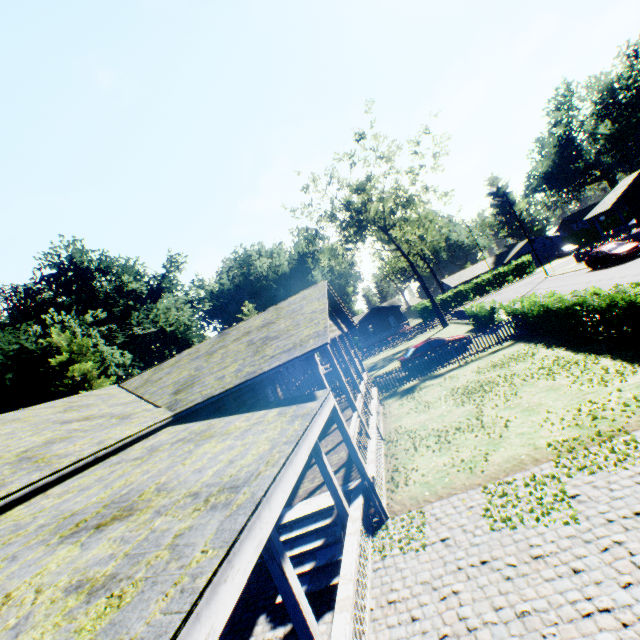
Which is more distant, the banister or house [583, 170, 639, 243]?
house [583, 170, 639, 243]

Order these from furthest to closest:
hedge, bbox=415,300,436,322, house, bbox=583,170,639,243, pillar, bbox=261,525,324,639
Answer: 1. hedge, bbox=415,300,436,322
2. house, bbox=583,170,639,243
3. pillar, bbox=261,525,324,639

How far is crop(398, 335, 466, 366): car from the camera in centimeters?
2120cm

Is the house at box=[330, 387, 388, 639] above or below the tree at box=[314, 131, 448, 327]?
below

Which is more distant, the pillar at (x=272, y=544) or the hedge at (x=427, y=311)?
the hedge at (x=427, y=311)

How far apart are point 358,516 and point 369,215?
33.8m

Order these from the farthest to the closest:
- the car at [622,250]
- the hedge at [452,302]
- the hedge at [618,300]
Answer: the hedge at [452,302] → the car at [622,250] → the hedge at [618,300]

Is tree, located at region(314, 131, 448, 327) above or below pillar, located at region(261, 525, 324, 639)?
above
